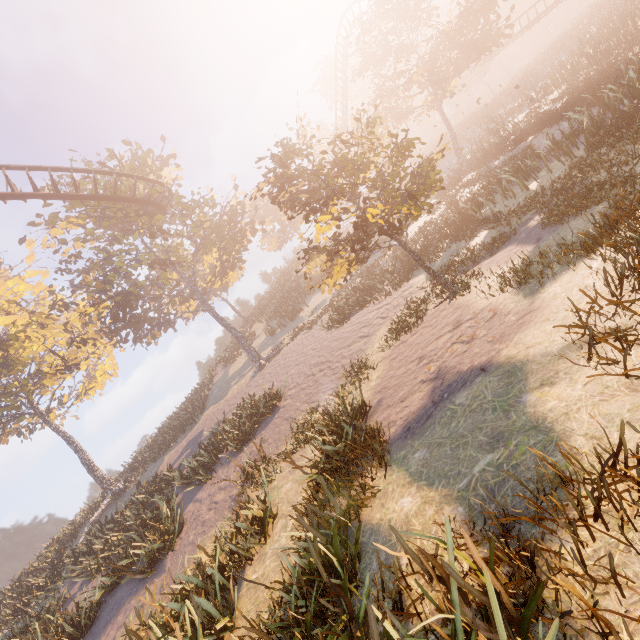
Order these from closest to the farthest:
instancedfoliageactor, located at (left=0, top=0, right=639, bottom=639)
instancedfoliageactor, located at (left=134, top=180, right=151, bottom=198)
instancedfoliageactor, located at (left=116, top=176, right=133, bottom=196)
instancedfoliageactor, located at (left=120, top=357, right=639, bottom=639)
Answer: instancedfoliageactor, located at (left=120, top=357, right=639, bottom=639)
instancedfoliageactor, located at (left=0, top=0, right=639, bottom=639)
instancedfoliageactor, located at (left=116, top=176, right=133, bottom=196)
instancedfoliageactor, located at (left=134, top=180, right=151, bottom=198)

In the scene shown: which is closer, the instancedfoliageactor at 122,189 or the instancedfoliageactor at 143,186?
the instancedfoliageactor at 122,189

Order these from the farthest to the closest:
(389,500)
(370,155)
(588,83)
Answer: (588,83), (370,155), (389,500)

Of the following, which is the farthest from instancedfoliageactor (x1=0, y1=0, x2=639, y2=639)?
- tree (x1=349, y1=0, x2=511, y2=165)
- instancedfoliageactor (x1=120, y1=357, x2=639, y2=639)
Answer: tree (x1=349, y1=0, x2=511, y2=165)

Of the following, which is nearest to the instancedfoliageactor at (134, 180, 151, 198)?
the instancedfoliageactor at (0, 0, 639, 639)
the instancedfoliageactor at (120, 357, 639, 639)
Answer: the instancedfoliageactor at (0, 0, 639, 639)

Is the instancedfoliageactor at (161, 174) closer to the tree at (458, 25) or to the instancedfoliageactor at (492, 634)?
the tree at (458, 25)

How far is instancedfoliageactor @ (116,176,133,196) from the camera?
20.5m

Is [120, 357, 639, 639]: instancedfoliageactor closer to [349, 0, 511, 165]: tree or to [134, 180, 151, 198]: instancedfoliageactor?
[134, 180, 151, 198]: instancedfoliageactor
